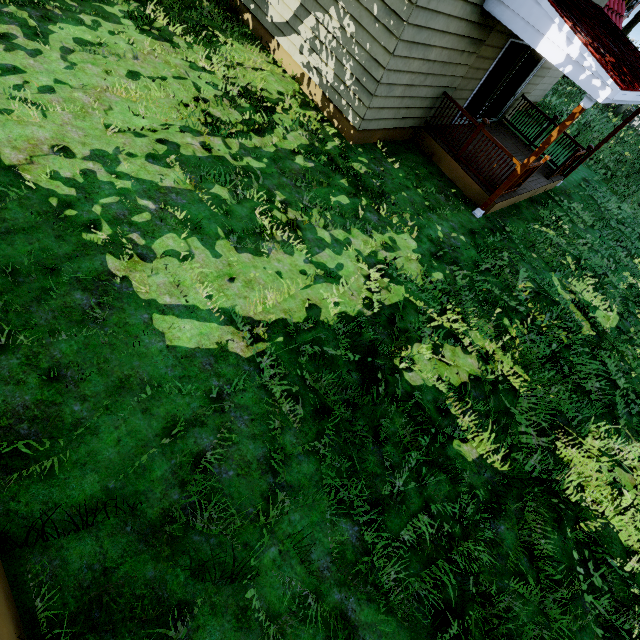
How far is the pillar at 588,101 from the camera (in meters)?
5.91

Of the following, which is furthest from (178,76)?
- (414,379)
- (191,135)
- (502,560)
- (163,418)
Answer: (502,560)

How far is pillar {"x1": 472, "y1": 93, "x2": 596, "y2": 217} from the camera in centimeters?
591cm
